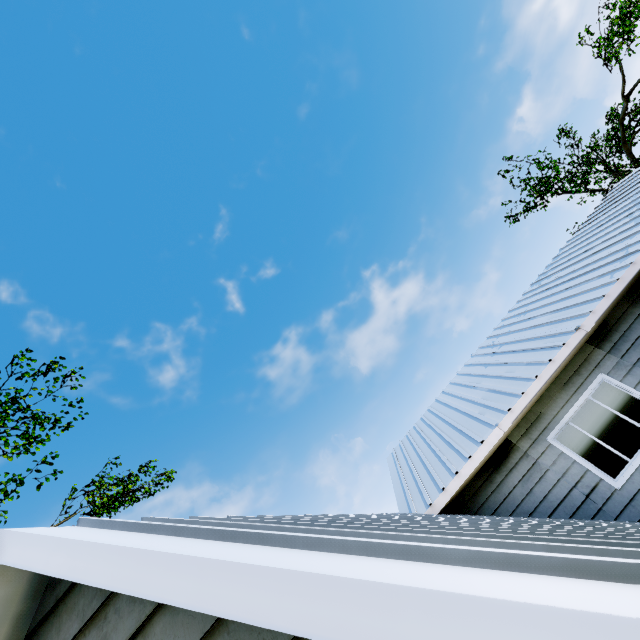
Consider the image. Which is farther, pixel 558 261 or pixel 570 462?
pixel 558 261
